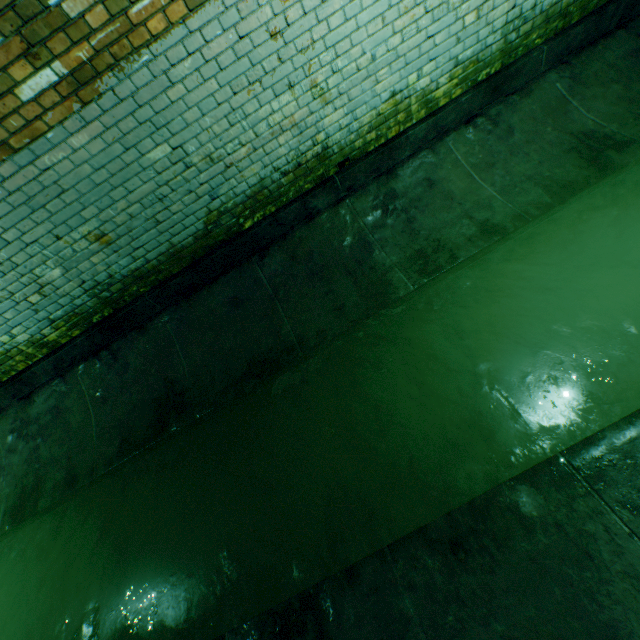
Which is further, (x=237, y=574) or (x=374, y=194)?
(x=374, y=194)
